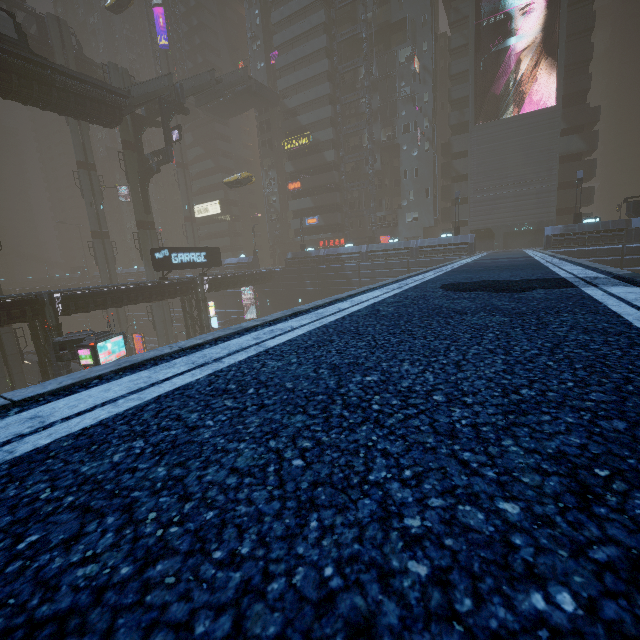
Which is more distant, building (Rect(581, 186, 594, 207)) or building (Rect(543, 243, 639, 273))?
building (Rect(581, 186, 594, 207))

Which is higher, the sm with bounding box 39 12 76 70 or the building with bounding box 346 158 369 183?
the sm with bounding box 39 12 76 70

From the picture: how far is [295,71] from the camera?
48.47m

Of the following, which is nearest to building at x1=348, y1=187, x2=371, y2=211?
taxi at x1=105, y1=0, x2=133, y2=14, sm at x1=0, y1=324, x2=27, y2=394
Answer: sm at x1=0, y1=324, x2=27, y2=394

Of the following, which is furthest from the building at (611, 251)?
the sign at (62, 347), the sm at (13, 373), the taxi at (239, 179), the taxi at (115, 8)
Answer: the taxi at (239, 179)

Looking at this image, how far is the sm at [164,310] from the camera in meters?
40.9

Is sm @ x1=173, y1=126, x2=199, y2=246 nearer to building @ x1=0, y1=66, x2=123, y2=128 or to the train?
building @ x1=0, y1=66, x2=123, y2=128

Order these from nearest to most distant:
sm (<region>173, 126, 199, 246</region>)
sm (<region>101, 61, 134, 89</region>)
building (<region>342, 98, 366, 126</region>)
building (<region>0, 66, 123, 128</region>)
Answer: building (<region>0, 66, 123, 128</region>), sm (<region>101, 61, 134, 89</region>), building (<region>342, 98, 366, 126</region>), sm (<region>173, 126, 199, 246</region>)
